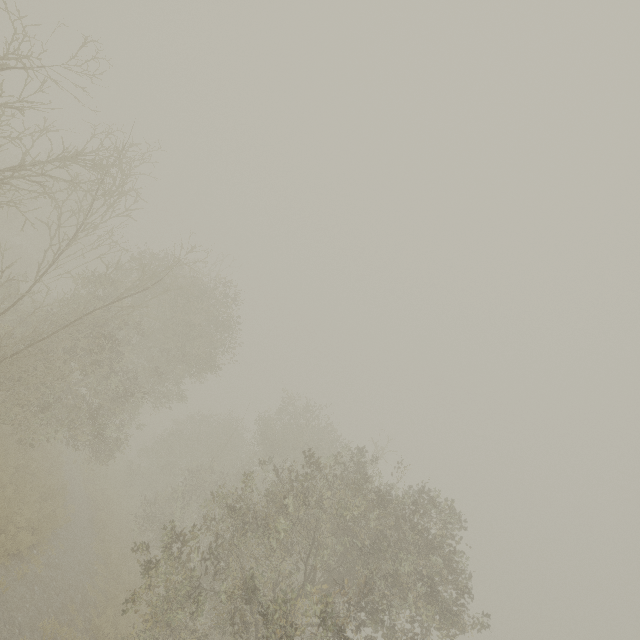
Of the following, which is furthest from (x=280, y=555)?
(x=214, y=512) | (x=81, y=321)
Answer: (x=81, y=321)
